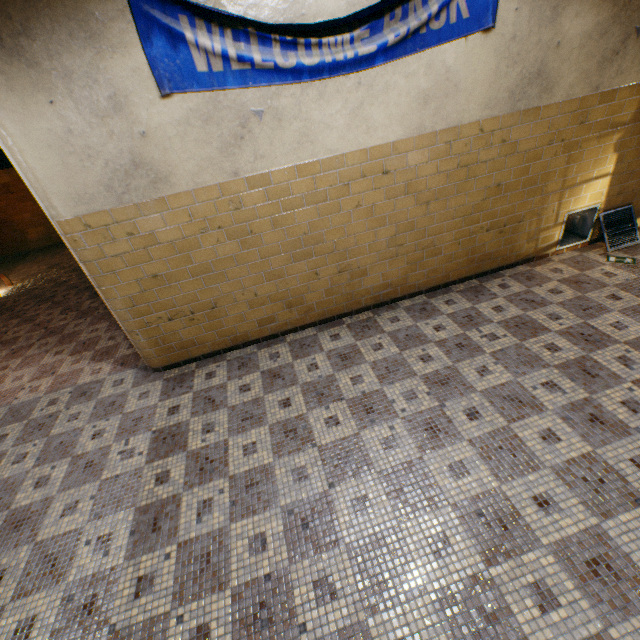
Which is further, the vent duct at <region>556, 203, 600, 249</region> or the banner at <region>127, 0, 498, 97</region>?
the vent duct at <region>556, 203, 600, 249</region>

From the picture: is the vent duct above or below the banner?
below

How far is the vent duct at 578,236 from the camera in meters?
4.5

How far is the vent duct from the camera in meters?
4.5 m

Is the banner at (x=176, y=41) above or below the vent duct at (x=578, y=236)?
above

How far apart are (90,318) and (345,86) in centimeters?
555cm
